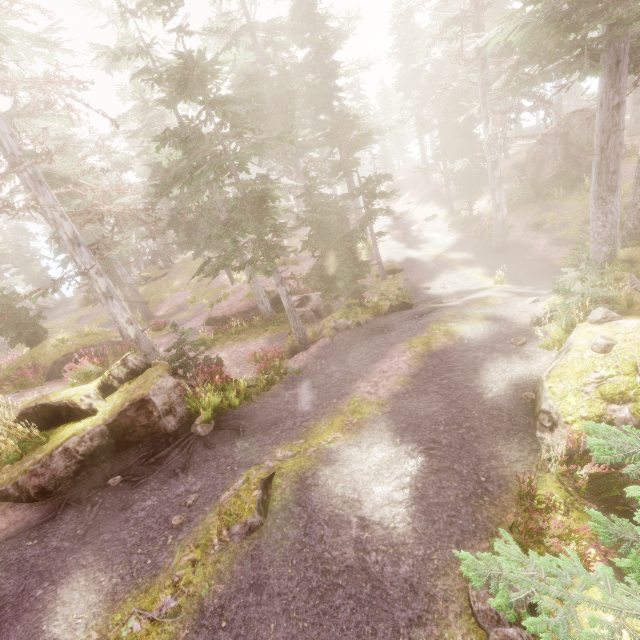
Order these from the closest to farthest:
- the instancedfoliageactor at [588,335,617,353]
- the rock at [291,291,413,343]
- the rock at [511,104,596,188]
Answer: the instancedfoliageactor at [588,335,617,353]
the rock at [291,291,413,343]
the rock at [511,104,596,188]

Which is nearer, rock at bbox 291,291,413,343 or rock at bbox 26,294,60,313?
rock at bbox 291,291,413,343

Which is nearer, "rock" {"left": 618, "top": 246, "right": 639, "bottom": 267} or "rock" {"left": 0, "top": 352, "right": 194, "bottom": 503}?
"rock" {"left": 0, "top": 352, "right": 194, "bottom": 503}

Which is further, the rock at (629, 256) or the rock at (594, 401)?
the rock at (629, 256)

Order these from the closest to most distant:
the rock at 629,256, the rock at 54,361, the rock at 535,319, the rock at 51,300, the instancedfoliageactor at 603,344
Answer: the instancedfoliageactor at 603,344
the rock at 535,319
the rock at 629,256
the rock at 54,361
the rock at 51,300

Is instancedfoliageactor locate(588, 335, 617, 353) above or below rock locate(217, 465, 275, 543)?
above

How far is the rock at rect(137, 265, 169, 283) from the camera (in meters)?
35.25

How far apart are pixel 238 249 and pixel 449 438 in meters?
8.7
